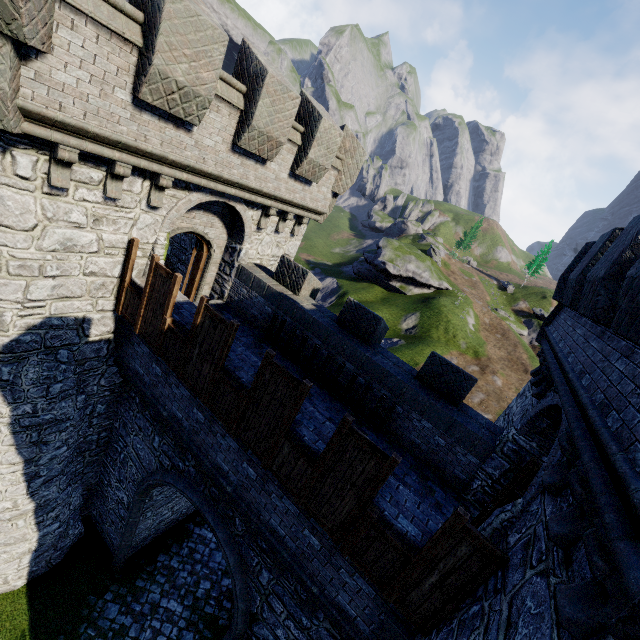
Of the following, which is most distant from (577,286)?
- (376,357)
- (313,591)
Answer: (313,591)
